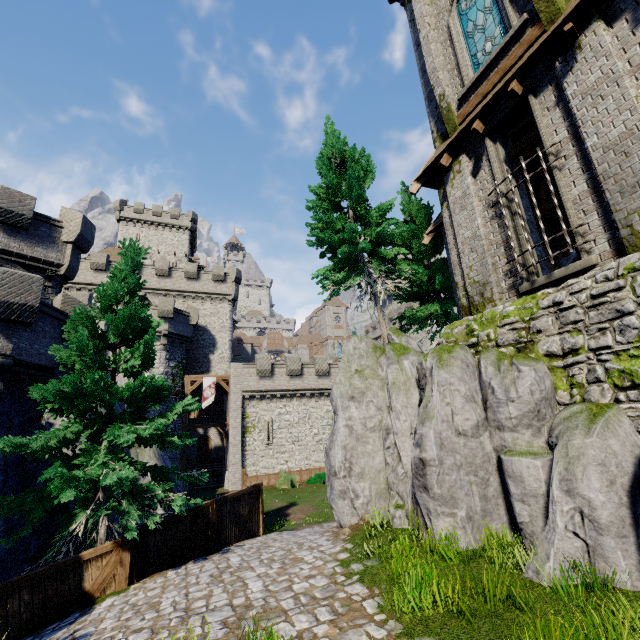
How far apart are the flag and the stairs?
6.96m

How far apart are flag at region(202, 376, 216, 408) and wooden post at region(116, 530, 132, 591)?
21.19m

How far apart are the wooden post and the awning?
25.4m

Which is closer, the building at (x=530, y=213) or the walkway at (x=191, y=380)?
the building at (x=530, y=213)

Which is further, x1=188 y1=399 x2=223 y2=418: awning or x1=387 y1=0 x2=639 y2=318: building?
x1=188 y1=399 x2=223 y2=418: awning

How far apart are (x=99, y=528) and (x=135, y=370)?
4.6 meters

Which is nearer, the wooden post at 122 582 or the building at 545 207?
the wooden post at 122 582

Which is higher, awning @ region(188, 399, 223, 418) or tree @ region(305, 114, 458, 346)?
tree @ region(305, 114, 458, 346)
